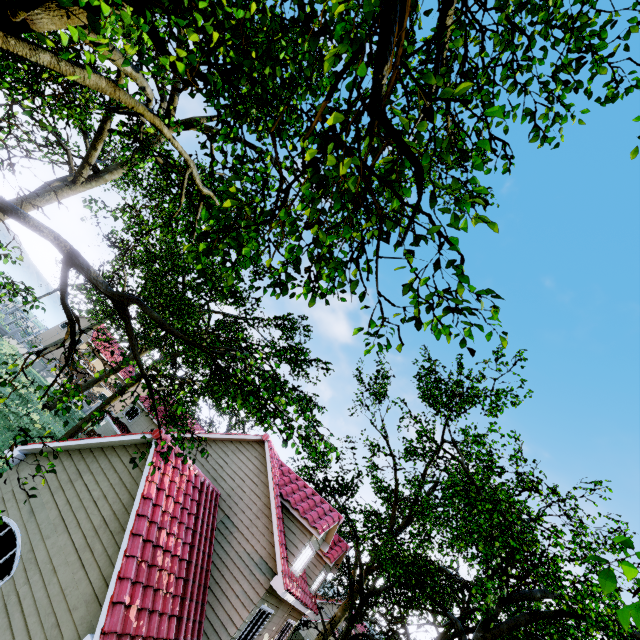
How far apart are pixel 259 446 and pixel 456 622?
15.4m
